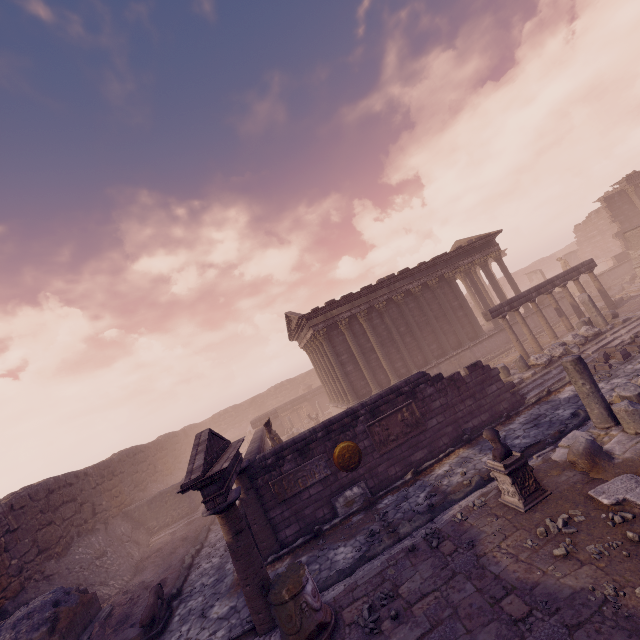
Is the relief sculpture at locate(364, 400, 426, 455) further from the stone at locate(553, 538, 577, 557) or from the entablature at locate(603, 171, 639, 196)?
the entablature at locate(603, 171, 639, 196)

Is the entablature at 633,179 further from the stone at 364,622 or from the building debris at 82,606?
the building debris at 82,606

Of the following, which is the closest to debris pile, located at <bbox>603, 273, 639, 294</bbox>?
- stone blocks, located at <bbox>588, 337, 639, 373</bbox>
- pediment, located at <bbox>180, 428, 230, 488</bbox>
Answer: stone blocks, located at <bbox>588, 337, 639, 373</bbox>

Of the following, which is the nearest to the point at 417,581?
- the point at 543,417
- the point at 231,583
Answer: the point at 231,583

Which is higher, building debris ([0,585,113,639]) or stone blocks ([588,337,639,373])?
building debris ([0,585,113,639])

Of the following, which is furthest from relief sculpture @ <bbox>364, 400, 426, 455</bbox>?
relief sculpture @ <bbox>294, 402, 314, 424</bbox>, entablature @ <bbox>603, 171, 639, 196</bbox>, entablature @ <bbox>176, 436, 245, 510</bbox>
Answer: entablature @ <bbox>603, 171, 639, 196</bbox>

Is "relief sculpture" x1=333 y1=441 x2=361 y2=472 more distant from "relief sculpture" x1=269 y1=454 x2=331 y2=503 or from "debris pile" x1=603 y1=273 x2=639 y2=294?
"debris pile" x1=603 y1=273 x2=639 y2=294

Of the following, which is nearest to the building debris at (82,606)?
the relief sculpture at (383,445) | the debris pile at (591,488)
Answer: the relief sculpture at (383,445)
